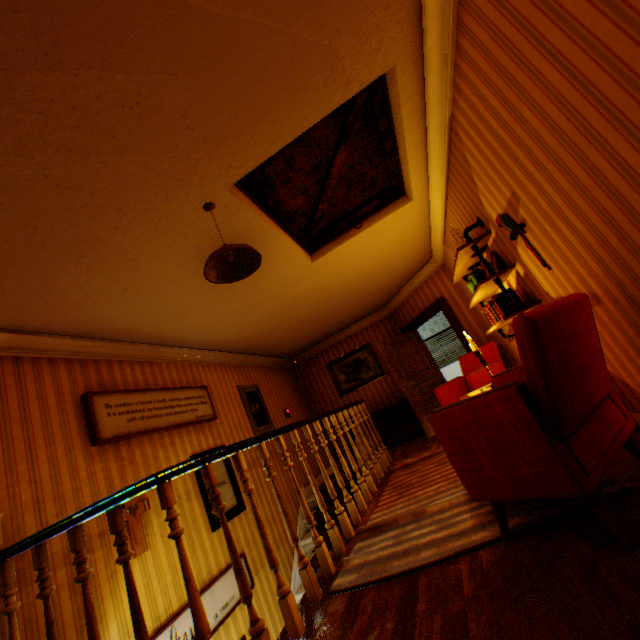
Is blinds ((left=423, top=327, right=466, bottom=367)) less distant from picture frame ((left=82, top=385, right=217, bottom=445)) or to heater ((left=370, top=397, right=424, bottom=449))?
heater ((left=370, top=397, right=424, bottom=449))

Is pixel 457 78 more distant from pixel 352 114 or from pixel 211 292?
pixel 211 292

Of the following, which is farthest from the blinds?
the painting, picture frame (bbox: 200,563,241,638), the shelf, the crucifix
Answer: the crucifix

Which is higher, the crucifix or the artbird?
the artbird

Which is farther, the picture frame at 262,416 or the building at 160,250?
the picture frame at 262,416

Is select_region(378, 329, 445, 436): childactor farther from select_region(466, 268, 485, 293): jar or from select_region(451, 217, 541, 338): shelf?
select_region(466, 268, 485, 293): jar

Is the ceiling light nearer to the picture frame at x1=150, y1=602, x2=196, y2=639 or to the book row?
the book row

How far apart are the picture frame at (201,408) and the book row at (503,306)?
4.3 meters
